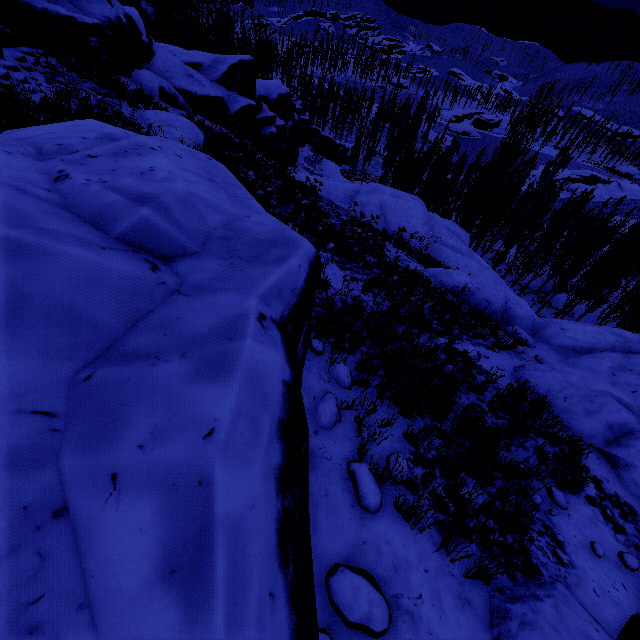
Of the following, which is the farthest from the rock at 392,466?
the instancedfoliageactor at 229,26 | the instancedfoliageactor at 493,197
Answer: the instancedfoliageactor at 229,26

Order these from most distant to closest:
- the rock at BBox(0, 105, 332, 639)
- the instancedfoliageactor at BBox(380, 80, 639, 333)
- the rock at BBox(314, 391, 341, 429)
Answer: the instancedfoliageactor at BBox(380, 80, 639, 333) → the rock at BBox(314, 391, 341, 429) → the rock at BBox(0, 105, 332, 639)

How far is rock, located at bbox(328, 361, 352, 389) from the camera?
4.9m

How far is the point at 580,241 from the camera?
30.4 meters

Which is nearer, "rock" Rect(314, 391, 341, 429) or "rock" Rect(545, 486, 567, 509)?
"rock" Rect(314, 391, 341, 429)

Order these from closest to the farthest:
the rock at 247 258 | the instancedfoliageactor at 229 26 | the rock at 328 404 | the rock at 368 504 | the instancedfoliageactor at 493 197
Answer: the rock at 247 258 < the rock at 368 504 < the rock at 328 404 < the instancedfoliageactor at 493 197 < the instancedfoliageactor at 229 26
